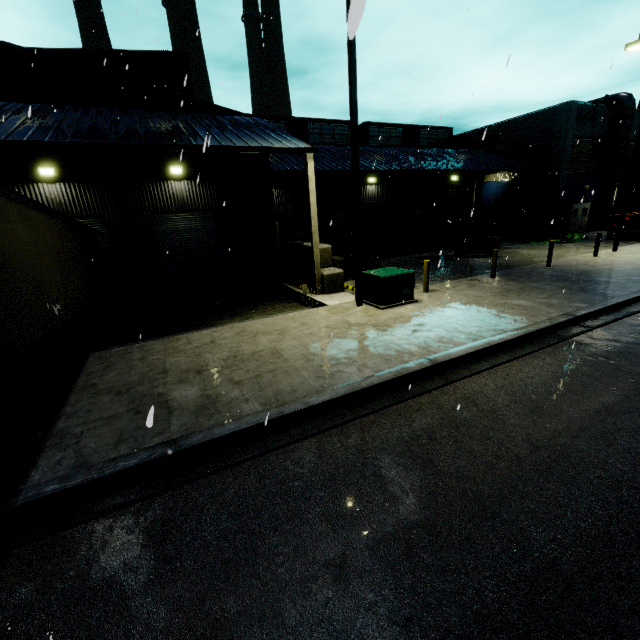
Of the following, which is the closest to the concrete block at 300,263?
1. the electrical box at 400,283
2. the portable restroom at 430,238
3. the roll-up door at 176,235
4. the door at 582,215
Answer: the electrical box at 400,283

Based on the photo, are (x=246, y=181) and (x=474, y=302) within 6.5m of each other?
no

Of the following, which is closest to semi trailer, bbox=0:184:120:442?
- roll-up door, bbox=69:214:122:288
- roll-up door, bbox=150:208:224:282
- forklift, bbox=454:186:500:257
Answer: roll-up door, bbox=69:214:122:288

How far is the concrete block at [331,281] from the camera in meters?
13.6 m

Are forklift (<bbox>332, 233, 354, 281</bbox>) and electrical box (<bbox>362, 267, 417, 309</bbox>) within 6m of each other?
yes

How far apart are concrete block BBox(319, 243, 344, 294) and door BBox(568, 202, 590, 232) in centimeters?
2612cm

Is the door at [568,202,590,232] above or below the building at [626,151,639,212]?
below
